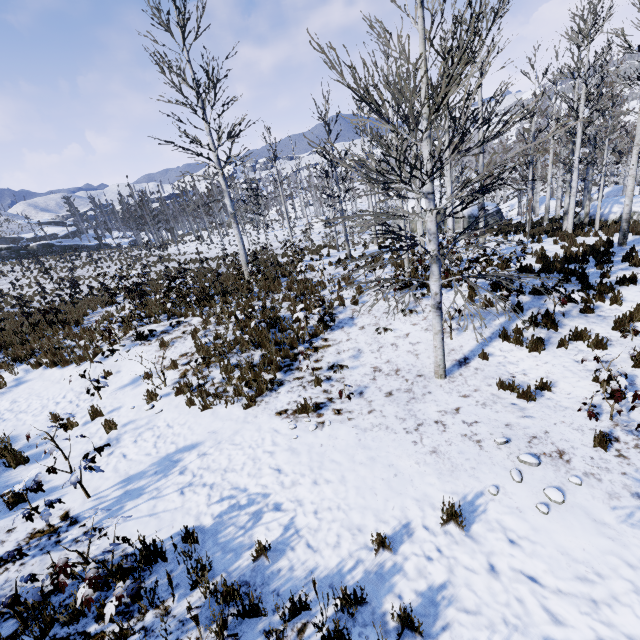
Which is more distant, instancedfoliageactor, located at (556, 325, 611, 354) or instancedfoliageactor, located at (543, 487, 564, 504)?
instancedfoliageactor, located at (556, 325, 611, 354)

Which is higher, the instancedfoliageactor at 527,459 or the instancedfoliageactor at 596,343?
the instancedfoliageactor at 596,343

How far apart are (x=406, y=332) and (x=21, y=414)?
10.3m

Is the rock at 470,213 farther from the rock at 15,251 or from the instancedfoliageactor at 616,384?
the rock at 15,251

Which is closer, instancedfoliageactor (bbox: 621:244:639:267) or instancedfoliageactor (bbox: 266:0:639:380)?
instancedfoliageactor (bbox: 266:0:639:380)

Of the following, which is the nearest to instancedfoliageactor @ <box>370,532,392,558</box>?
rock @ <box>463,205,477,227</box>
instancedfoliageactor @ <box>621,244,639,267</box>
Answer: instancedfoliageactor @ <box>621,244,639,267</box>

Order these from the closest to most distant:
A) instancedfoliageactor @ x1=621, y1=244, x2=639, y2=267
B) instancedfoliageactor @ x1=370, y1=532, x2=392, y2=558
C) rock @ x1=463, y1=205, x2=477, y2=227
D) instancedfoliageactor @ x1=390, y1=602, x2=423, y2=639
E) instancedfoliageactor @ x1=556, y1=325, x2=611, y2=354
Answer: instancedfoliageactor @ x1=390, y1=602, x2=423, y2=639 → instancedfoliageactor @ x1=370, y1=532, x2=392, y2=558 → instancedfoliageactor @ x1=556, y1=325, x2=611, y2=354 → instancedfoliageactor @ x1=621, y1=244, x2=639, y2=267 → rock @ x1=463, y1=205, x2=477, y2=227

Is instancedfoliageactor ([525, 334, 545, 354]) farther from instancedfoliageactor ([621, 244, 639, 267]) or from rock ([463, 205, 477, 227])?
rock ([463, 205, 477, 227])
